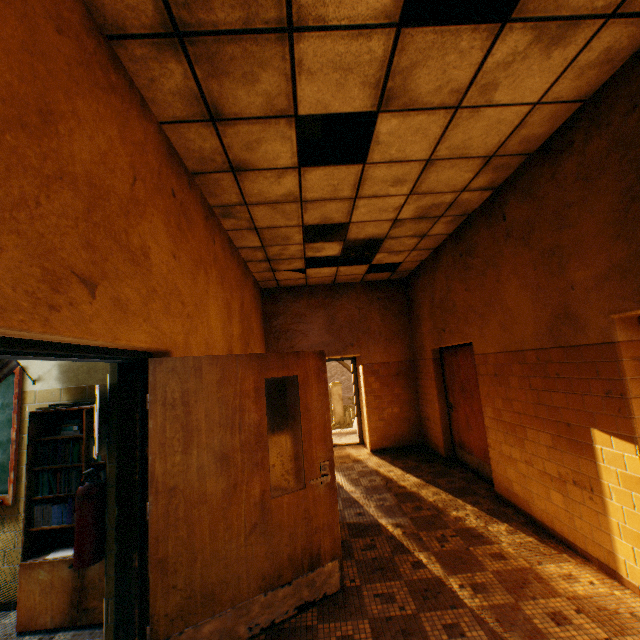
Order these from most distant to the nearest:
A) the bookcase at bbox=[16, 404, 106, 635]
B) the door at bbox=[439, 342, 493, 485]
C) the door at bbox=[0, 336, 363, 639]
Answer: the door at bbox=[439, 342, 493, 485]
the bookcase at bbox=[16, 404, 106, 635]
the door at bbox=[0, 336, 363, 639]

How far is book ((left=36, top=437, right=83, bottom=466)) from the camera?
2.9 meters

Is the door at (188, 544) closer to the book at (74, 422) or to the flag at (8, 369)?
the book at (74, 422)

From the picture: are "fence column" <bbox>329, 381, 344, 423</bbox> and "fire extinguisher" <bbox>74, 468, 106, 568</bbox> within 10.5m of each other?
no

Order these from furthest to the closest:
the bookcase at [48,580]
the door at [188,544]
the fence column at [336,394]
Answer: the fence column at [336,394], the bookcase at [48,580], the door at [188,544]

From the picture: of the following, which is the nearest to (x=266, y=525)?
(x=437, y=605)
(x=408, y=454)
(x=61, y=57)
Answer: (x=437, y=605)

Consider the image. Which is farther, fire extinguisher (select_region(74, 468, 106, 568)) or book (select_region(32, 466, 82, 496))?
book (select_region(32, 466, 82, 496))

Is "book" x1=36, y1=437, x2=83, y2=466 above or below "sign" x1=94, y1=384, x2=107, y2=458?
below
